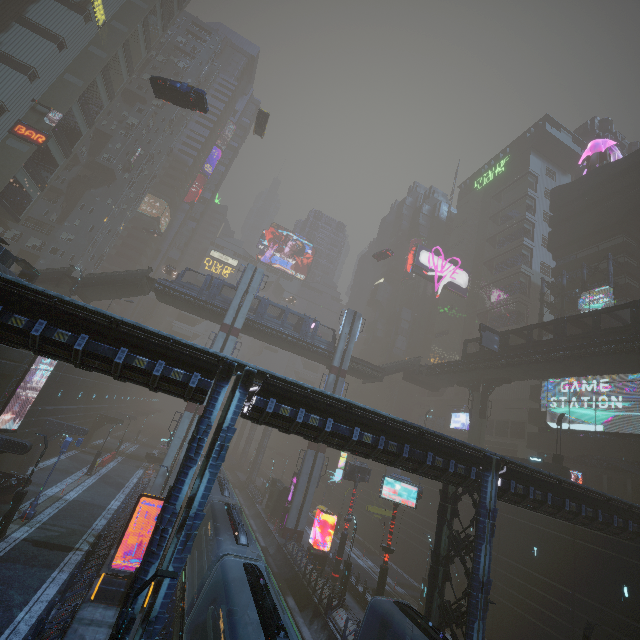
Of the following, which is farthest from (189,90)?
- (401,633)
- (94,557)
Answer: (401,633)

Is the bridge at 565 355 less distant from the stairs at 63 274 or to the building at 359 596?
the building at 359 596

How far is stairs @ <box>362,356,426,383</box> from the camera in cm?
4406

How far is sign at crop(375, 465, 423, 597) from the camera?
21.31m

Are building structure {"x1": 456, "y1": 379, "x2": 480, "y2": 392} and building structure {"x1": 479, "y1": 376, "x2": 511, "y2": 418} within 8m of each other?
yes

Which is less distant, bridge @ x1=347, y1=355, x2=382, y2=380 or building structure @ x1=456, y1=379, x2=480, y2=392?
building structure @ x1=456, y1=379, x2=480, y2=392

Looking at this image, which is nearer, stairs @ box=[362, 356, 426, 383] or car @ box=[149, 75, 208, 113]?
car @ box=[149, 75, 208, 113]

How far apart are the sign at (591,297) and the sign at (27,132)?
66.7 meters
